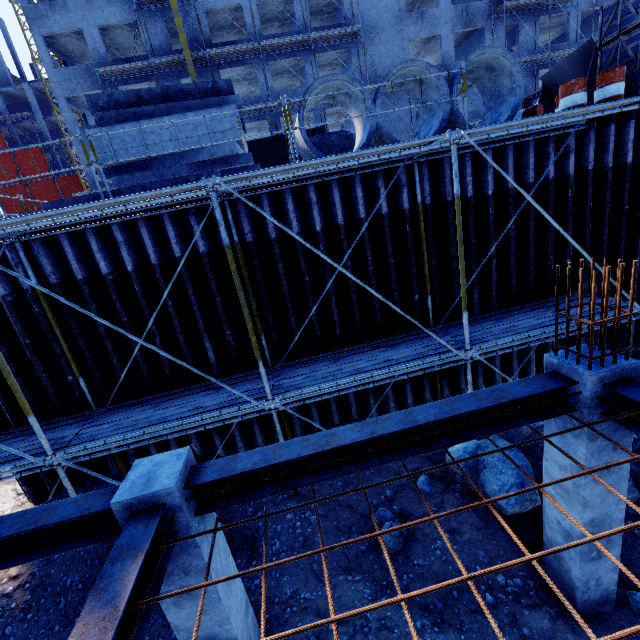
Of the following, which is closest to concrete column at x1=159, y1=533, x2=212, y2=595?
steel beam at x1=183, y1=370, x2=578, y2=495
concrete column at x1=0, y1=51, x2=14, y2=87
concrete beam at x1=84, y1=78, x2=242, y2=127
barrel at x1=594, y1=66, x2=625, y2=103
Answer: steel beam at x1=183, y1=370, x2=578, y2=495

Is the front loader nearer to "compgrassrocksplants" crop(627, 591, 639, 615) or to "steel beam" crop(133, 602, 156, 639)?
"compgrassrocksplants" crop(627, 591, 639, 615)

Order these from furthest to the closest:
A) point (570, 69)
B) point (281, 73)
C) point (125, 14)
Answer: point (281, 73) < point (125, 14) < point (570, 69)

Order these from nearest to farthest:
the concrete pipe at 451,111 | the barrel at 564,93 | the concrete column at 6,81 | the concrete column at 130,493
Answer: the concrete column at 130,493
the concrete pipe at 451,111
the barrel at 564,93
the concrete column at 6,81

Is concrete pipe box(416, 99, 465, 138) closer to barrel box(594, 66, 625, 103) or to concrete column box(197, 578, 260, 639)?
barrel box(594, 66, 625, 103)

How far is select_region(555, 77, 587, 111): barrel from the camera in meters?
7.8

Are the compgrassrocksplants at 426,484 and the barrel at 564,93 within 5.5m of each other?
no

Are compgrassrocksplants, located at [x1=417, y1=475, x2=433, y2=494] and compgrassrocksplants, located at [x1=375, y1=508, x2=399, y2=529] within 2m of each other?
yes
